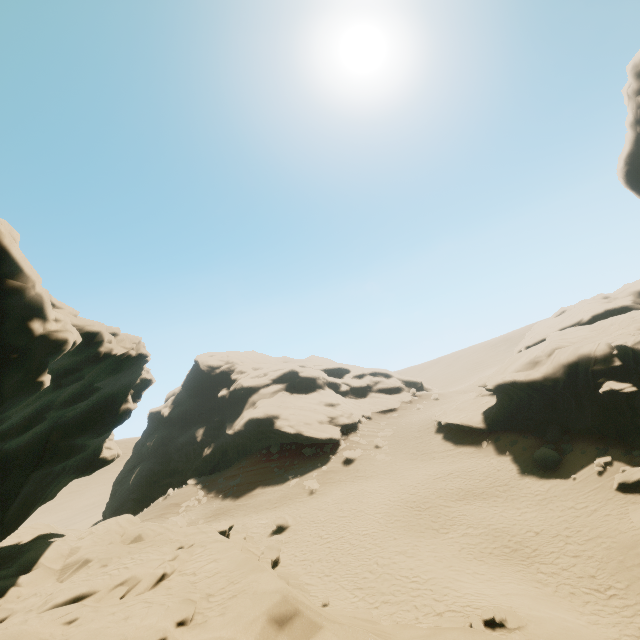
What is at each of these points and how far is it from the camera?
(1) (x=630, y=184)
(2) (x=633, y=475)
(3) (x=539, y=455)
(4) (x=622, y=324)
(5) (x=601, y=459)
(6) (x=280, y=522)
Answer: (1) rock, 27.27m
(2) rock, 16.70m
(3) rock, 22.42m
(4) rock, 24.28m
(5) rock, 19.17m
(6) rock, 24.55m

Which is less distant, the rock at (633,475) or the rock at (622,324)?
the rock at (633,475)

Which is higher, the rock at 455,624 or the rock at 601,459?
the rock at 455,624

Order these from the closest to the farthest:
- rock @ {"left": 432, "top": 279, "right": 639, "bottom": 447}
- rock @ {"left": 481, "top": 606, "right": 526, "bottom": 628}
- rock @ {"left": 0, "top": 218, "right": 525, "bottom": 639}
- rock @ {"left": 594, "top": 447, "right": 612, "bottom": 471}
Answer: rock @ {"left": 0, "top": 218, "right": 525, "bottom": 639} → rock @ {"left": 481, "top": 606, "right": 526, "bottom": 628} → rock @ {"left": 594, "top": 447, "right": 612, "bottom": 471} → rock @ {"left": 432, "top": 279, "right": 639, "bottom": 447}

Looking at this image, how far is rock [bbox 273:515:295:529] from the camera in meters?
24.5

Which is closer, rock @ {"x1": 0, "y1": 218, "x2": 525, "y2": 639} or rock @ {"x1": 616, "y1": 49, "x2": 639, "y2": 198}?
rock @ {"x1": 0, "y1": 218, "x2": 525, "y2": 639}
